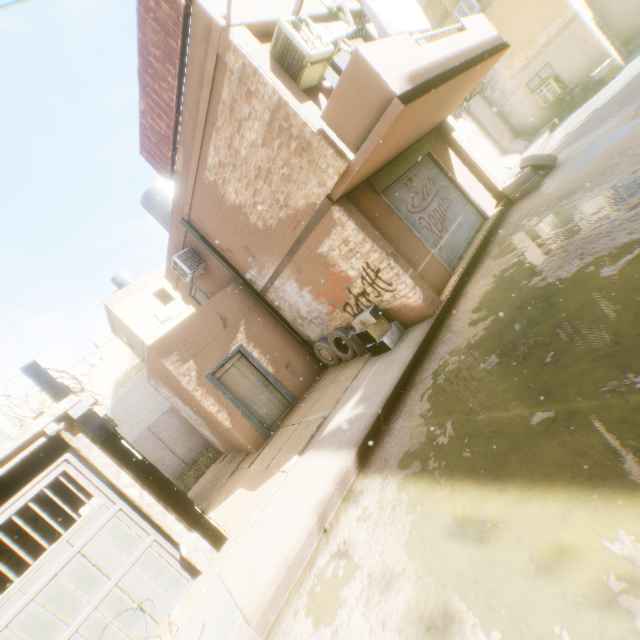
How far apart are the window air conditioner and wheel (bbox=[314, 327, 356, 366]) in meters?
15.6

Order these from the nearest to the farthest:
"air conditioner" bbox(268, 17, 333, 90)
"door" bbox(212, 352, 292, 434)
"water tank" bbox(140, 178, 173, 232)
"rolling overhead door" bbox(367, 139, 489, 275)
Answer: "air conditioner" bbox(268, 17, 333, 90), "rolling overhead door" bbox(367, 139, 489, 275), "door" bbox(212, 352, 292, 434), "water tank" bbox(140, 178, 173, 232)

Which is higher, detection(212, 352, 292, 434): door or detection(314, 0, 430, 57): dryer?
detection(314, 0, 430, 57): dryer

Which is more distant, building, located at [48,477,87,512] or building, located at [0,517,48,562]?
building, located at [48,477,87,512]

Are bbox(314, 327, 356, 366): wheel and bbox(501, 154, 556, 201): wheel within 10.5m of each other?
yes

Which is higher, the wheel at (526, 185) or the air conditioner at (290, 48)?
the air conditioner at (290, 48)

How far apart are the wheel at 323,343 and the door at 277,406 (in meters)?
0.39

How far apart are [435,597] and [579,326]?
3.1m
